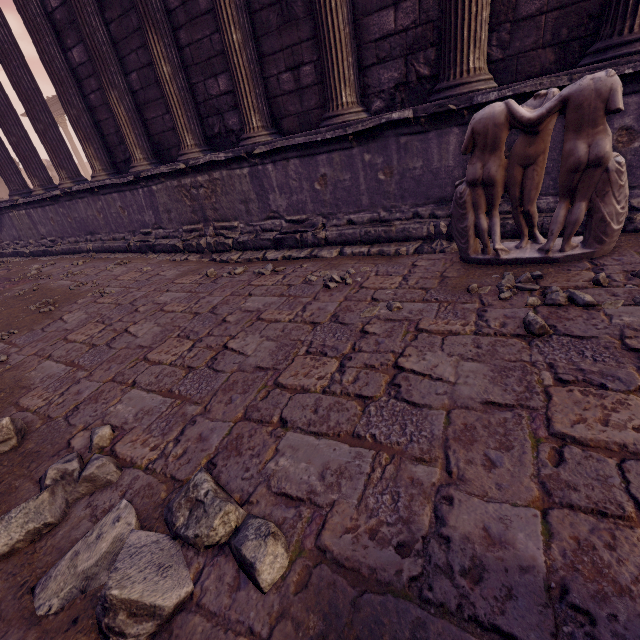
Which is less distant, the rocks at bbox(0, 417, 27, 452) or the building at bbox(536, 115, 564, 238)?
the rocks at bbox(0, 417, 27, 452)

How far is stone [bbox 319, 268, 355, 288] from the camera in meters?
3.4

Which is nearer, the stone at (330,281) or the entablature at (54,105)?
the stone at (330,281)

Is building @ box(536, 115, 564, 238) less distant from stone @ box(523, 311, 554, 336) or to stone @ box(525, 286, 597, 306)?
stone @ box(525, 286, 597, 306)

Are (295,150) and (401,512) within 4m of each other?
no

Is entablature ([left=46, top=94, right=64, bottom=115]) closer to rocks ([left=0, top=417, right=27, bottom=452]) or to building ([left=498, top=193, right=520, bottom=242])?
building ([left=498, top=193, right=520, bottom=242])

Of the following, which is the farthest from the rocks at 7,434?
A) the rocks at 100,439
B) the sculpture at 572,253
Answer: the sculpture at 572,253

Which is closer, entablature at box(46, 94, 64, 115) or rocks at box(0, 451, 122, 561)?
rocks at box(0, 451, 122, 561)
